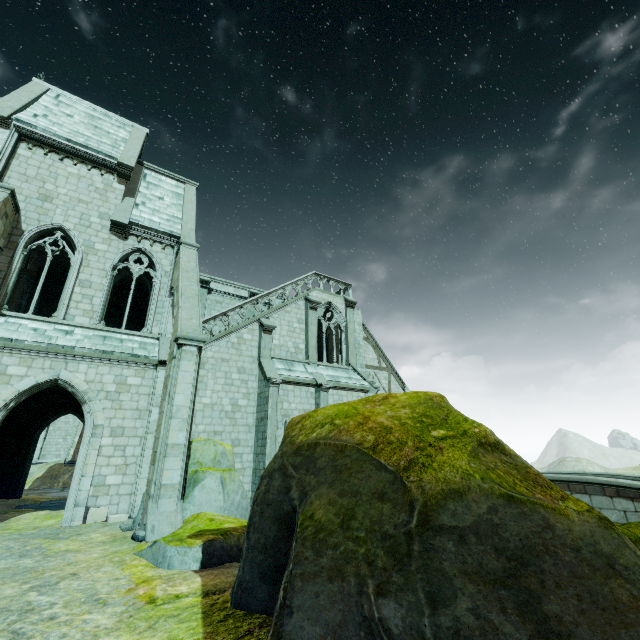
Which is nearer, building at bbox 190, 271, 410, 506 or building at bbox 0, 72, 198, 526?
building at bbox 0, 72, 198, 526

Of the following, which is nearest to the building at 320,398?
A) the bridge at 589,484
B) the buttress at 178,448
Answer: the buttress at 178,448

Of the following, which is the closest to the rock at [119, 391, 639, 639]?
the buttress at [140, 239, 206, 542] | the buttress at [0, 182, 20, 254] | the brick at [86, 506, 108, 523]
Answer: the buttress at [140, 239, 206, 542]

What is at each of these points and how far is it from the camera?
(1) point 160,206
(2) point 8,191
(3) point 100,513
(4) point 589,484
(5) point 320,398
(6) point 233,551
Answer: (1) building, 17.8 meters
(2) buttress, 12.2 meters
(3) brick, 11.2 meters
(4) bridge, 14.0 meters
(5) building, 17.7 meters
(6) rock, 7.2 meters

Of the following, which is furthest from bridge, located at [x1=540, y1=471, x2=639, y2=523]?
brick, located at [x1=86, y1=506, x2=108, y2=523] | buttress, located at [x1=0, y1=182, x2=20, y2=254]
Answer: buttress, located at [x1=0, y1=182, x2=20, y2=254]

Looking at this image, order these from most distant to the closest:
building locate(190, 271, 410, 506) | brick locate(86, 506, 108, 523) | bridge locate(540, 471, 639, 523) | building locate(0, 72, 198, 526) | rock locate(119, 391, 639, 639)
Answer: building locate(190, 271, 410, 506) → bridge locate(540, 471, 639, 523) → building locate(0, 72, 198, 526) → brick locate(86, 506, 108, 523) → rock locate(119, 391, 639, 639)

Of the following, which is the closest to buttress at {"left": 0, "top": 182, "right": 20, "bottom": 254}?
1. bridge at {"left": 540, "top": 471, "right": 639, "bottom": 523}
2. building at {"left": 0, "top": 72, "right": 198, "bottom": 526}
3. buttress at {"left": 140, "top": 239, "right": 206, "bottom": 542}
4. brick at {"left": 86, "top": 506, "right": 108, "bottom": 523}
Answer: building at {"left": 0, "top": 72, "right": 198, "bottom": 526}

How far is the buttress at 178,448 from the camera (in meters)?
8.89
